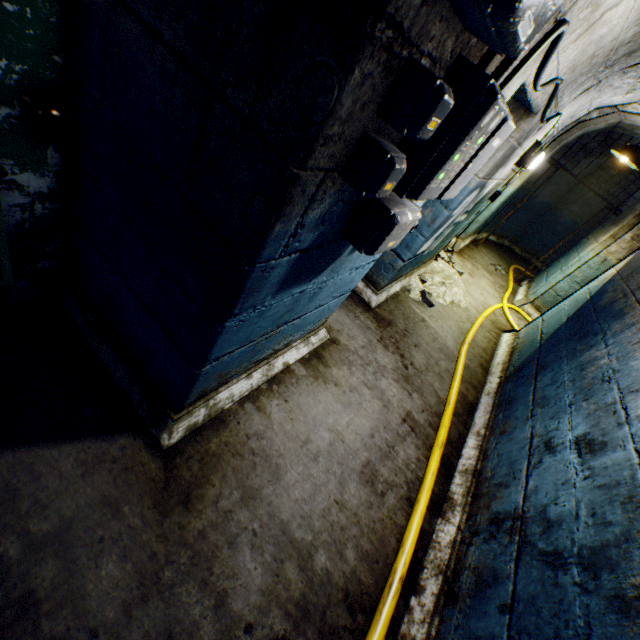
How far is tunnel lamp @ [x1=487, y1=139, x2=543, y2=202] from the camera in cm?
323

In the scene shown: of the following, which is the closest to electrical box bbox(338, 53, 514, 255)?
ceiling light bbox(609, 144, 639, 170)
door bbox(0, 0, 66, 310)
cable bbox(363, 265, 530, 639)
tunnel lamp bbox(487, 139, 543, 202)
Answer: door bbox(0, 0, 66, 310)

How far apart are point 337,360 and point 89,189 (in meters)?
2.05

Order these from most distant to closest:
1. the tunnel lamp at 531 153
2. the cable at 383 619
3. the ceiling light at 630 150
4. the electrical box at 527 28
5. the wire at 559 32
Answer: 1. the ceiling light at 630 150
2. the tunnel lamp at 531 153
3. the cable at 383 619
4. the wire at 559 32
5. the electrical box at 527 28

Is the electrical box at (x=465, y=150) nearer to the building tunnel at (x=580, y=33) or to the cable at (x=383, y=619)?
the building tunnel at (x=580, y=33)

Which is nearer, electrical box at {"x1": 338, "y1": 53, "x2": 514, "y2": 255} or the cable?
electrical box at {"x1": 338, "y1": 53, "x2": 514, "y2": 255}

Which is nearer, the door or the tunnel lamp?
the door

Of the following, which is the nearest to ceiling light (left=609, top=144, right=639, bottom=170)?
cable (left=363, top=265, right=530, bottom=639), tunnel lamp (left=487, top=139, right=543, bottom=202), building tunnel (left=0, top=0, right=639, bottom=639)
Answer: building tunnel (left=0, top=0, right=639, bottom=639)
